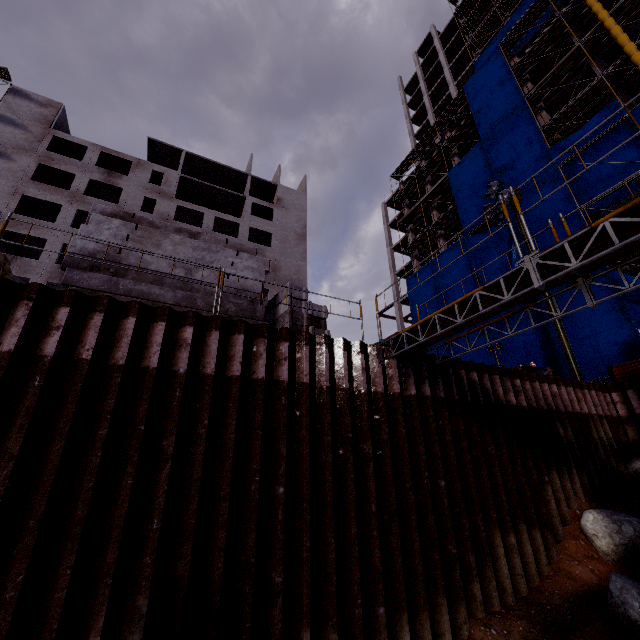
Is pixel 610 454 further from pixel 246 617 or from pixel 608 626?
pixel 246 617

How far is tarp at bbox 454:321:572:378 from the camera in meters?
20.1 m

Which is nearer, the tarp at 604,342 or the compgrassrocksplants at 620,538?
the compgrassrocksplants at 620,538

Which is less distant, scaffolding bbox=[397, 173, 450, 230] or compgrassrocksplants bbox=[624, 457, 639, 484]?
compgrassrocksplants bbox=[624, 457, 639, 484]

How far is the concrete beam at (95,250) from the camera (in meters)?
6.55

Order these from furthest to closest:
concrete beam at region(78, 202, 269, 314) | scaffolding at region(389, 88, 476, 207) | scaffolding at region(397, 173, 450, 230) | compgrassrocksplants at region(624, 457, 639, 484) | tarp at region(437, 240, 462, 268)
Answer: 1. scaffolding at region(397, 173, 450, 230)
2. scaffolding at region(389, 88, 476, 207)
3. tarp at region(437, 240, 462, 268)
4. compgrassrocksplants at region(624, 457, 639, 484)
5. concrete beam at region(78, 202, 269, 314)

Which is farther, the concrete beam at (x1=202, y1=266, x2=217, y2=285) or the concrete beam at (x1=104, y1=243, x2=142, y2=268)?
the concrete beam at (x1=202, y1=266, x2=217, y2=285)

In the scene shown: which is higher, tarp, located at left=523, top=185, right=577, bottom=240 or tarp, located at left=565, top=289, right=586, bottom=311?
tarp, located at left=523, top=185, right=577, bottom=240
